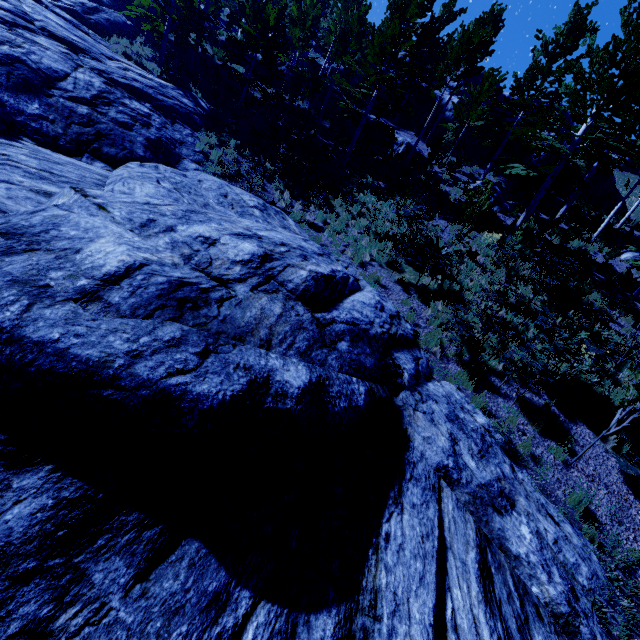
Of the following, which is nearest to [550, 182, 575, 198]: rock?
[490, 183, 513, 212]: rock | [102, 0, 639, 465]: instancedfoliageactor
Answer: Answer: [102, 0, 639, 465]: instancedfoliageactor

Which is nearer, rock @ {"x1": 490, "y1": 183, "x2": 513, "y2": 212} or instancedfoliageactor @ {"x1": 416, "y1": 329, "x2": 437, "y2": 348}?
instancedfoliageactor @ {"x1": 416, "y1": 329, "x2": 437, "y2": 348}

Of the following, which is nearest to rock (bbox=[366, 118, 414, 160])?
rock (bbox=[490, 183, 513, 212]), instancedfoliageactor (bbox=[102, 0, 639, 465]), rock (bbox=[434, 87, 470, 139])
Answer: instancedfoliageactor (bbox=[102, 0, 639, 465])

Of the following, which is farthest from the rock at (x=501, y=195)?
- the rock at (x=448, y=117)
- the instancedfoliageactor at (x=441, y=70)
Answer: the rock at (x=448, y=117)

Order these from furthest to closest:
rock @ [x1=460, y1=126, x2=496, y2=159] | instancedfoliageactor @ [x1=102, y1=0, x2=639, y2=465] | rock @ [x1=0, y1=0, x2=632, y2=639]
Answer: rock @ [x1=460, y1=126, x2=496, y2=159] < instancedfoliageactor @ [x1=102, y1=0, x2=639, y2=465] < rock @ [x1=0, y1=0, x2=632, y2=639]

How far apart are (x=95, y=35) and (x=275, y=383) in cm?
2380

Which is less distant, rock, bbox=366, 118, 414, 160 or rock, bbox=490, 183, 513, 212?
rock, bbox=490, 183, 513, 212
